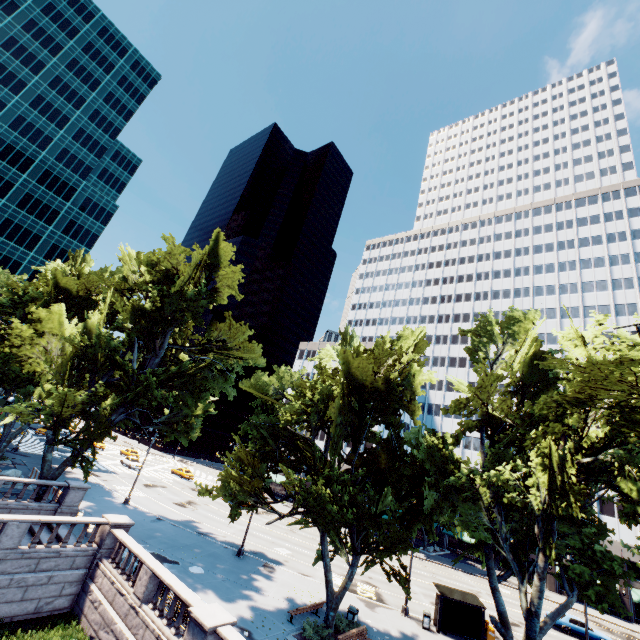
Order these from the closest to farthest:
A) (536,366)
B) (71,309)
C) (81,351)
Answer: (536,366) → (81,351) → (71,309)

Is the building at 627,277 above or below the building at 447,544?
above

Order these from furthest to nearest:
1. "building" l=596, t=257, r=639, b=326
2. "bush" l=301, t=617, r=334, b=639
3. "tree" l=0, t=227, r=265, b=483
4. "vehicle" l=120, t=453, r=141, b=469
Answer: "building" l=596, t=257, r=639, b=326
"vehicle" l=120, t=453, r=141, b=469
"tree" l=0, t=227, r=265, b=483
"bush" l=301, t=617, r=334, b=639

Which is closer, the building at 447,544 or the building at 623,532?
the building at 623,532

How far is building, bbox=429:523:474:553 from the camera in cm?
5456

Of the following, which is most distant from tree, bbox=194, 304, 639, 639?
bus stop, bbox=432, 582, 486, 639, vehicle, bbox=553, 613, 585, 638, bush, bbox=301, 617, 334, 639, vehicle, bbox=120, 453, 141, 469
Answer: vehicle, bbox=553, 613, 585, 638

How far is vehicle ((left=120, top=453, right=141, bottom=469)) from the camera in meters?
50.3

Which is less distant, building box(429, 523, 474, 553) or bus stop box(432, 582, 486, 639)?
bus stop box(432, 582, 486, 639)
